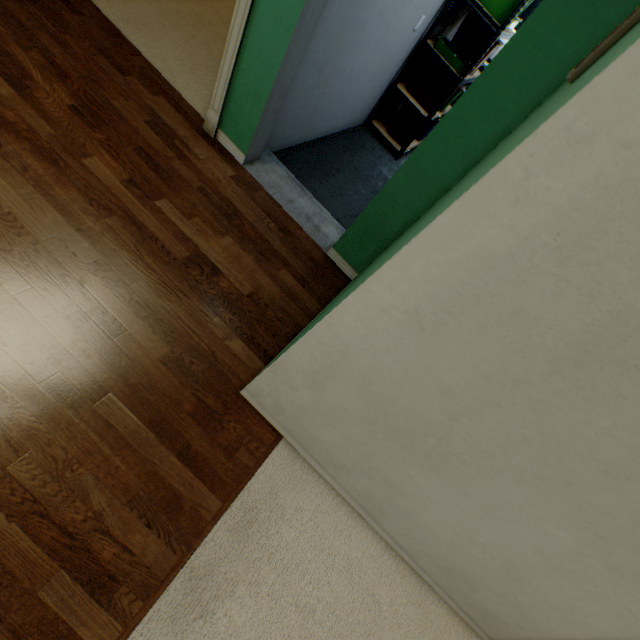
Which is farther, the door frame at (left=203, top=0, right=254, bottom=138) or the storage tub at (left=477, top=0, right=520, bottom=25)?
the storage tub at (left=477, top=0, right=520, bottom=25)

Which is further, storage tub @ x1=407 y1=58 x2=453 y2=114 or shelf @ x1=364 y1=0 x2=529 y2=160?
storage tub @ x1=407 y1=58 x2=453 y2=114

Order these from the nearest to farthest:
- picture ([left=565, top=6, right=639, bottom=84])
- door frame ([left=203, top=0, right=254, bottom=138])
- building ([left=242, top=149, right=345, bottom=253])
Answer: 1. picture ([left=565, top=6, right=639, bottom=84])
2. door frame ([left=203, top=0, right=254, bottom=138])
3. building ([left=242, top=149, right=345, bottom=253])

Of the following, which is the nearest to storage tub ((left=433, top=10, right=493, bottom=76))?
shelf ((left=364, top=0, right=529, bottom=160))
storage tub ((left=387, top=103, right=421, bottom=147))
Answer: shelf ((left=364, top=0, right=529, bottom=160))

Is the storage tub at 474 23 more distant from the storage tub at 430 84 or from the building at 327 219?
the building at 327 219

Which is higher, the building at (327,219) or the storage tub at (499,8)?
the storage tub at (499,8)

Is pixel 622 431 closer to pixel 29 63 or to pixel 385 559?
pixel 385 559

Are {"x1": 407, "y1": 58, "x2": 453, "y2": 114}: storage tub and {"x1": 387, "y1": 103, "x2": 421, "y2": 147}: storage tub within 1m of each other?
yes
